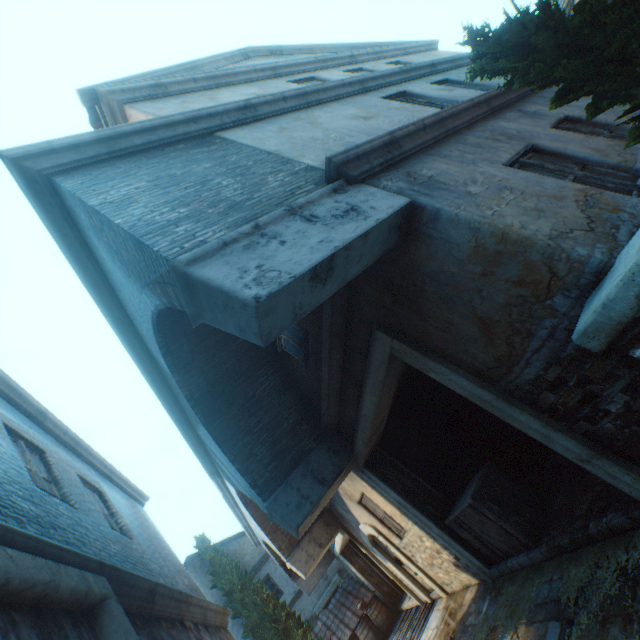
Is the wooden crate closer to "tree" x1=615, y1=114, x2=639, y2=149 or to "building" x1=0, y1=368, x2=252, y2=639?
"building" x1=0, y1=368, x2=252, y2=639

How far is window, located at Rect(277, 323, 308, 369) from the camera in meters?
5.6 m

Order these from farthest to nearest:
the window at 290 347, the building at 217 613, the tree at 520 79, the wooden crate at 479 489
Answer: the window at 290 347 < the wooden crate at 479 489 < the tree at 520 79 < the building at 217 613

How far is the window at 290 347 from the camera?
5.6m

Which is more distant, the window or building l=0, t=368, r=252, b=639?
the window

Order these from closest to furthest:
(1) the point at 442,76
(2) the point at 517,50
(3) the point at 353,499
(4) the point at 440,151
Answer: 1. (2) the point at 517,50
2. (4) the point at 440,151
3. (1) the point at 442,76
4. (3) the point at 353,499

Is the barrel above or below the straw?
above

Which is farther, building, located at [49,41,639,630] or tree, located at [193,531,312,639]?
tree, located at [193,531,312,639]
